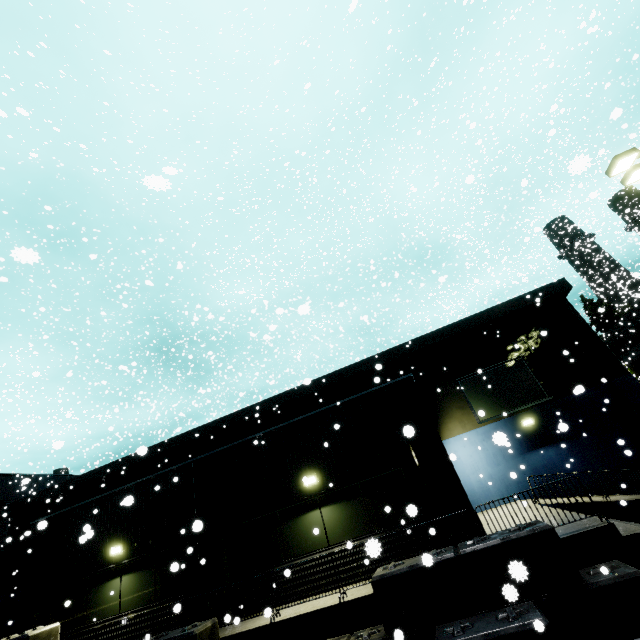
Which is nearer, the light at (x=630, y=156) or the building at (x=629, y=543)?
the building at (x=629, y=543)

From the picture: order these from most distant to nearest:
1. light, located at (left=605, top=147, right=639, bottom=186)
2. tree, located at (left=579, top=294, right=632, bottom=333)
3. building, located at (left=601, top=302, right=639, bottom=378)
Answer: tree, located at (left=579, top=294, right=632, bottom=333)
building, located at (left=601, top=302, right=639, bottom=378)
light, located at (left=605, top=147, right=639, bottom=186)

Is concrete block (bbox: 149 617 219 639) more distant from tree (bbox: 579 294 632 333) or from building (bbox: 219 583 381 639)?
tree (bbox: 579 294 632 333)

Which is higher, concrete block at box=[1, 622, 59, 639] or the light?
the light

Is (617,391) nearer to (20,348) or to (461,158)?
(461,158)

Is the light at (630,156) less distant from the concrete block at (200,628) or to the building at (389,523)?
the building at (389,523)

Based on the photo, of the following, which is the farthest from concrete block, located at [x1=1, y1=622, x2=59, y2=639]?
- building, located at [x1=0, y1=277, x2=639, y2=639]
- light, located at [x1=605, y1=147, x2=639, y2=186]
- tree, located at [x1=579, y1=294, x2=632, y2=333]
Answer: tree, located at [x1=579, y1=294, x2=632, y2=333]

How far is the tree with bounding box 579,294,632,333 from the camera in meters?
35.0 m
